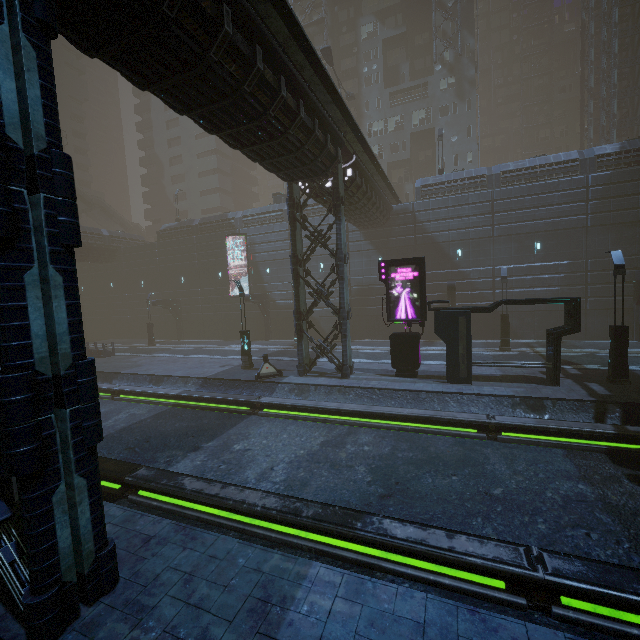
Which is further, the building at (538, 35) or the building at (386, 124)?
the building at (538, 35)

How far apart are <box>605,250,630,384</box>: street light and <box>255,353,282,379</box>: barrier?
15.09m

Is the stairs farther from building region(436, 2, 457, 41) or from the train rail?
the train rail

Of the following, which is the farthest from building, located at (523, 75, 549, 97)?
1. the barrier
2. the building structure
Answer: the barrier

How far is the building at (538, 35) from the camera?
53.7 meters

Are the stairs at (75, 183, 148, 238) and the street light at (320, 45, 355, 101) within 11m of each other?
no

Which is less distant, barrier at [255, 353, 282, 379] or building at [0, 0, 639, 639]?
building at [0, 0, 639, 639]

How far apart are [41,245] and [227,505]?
6.6 meters
